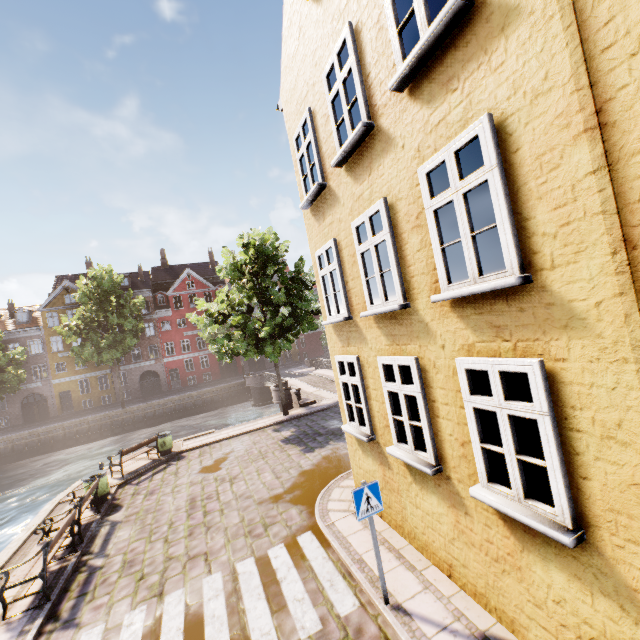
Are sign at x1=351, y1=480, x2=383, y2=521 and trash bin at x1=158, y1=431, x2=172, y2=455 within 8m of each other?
no

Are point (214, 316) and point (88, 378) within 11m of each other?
no

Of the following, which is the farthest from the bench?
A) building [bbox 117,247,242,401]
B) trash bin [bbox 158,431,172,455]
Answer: building [bbox 117,247,242,401]

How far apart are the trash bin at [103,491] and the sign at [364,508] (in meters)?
10.37

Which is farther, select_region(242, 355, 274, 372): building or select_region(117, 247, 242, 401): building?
select_region(242, 355, 274, 372): building

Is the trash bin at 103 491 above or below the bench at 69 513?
below

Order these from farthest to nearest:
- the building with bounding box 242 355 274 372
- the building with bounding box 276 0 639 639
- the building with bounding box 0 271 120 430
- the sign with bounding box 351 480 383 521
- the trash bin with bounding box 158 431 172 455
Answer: the building with bounding box 242 355 274 372 < the building with bounding box 0 271 120 430 < the trash bin with bounding box 158 431 172 455 < the sign with bounding box 351 480 383 521 < the building with bounding box 276 0 639 639

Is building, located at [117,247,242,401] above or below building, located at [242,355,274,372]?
above
